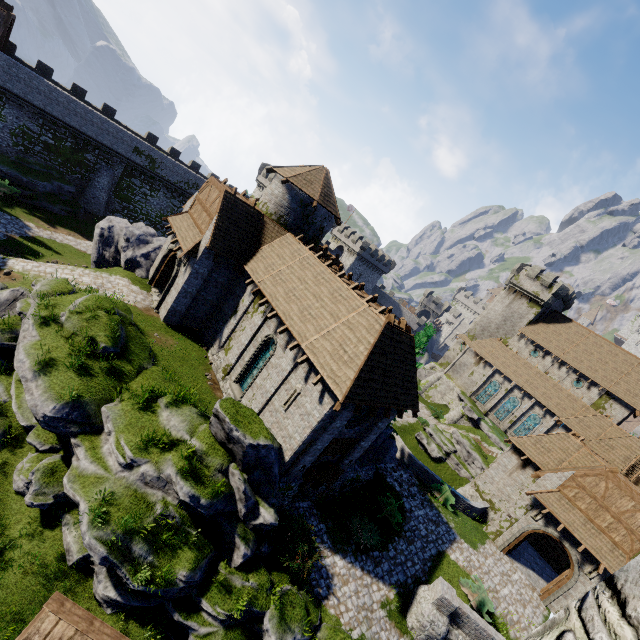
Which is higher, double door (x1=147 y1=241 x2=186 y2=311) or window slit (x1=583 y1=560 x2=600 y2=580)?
window slit (x1=583 y1=560 x2=600 y2=580)

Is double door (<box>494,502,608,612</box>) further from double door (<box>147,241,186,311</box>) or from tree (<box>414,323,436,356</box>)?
double door (<box>147,241,186,311</box>)

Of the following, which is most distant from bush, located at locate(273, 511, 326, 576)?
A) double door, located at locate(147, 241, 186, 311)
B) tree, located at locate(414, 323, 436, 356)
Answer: double door, located at locate(147, 241, 186, 311)

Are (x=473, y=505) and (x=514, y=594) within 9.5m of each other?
yes

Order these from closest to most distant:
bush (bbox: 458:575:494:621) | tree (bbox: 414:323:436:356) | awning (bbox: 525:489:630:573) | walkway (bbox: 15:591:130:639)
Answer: walkway (bbox: 15:591:130:639) < bush (bbox: 458:575:494:621) < awning (bbox: 525:489:630:573) < tree (bbox: 414:323:436:356)

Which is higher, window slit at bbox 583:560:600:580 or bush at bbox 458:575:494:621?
window slit at bbox 583:560:600:580

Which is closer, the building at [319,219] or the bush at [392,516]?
the building at [319,219]

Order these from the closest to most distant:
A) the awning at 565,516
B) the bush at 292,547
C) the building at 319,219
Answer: the bush at 292,547 → the building at 319,219 → the awning at 565,516
